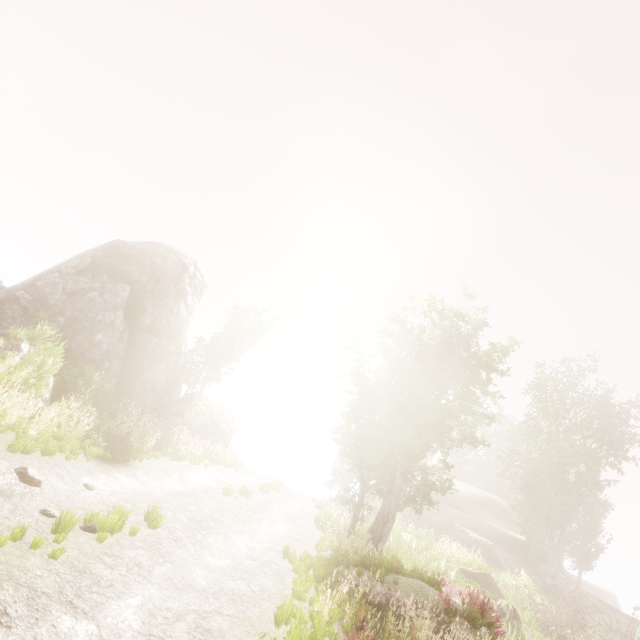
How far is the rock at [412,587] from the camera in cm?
876

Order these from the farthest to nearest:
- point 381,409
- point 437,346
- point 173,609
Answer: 1. point 381,409
2. point 437,346
3. point 173,609

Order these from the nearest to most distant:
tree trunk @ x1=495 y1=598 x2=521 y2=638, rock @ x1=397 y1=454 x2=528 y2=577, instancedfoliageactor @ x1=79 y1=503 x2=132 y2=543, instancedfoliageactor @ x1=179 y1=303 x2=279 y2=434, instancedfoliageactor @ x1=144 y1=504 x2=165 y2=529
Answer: instancedfoliageactor @ x1=79 y1=503 x2=132 y2=543
instancedfoliageactor @ x1=144 y1=504 x2=165 y2=529
tree trunk @ x1=495 y1=598 x2=521 y2=638
instancedfoliageactor @ x1=179 y1=303 x2=279 y2=434
rock @ x1=397 y1=454 x2=528 y2=577

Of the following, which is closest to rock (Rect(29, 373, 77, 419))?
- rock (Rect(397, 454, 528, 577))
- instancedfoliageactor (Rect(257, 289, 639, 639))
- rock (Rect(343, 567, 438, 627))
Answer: instancedfoliageactor (Rect(257, 289, 639, 639))

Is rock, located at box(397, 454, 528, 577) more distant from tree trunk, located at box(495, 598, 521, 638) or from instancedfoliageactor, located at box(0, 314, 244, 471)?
tree trunk, located at box(495, 598, 521, 638)

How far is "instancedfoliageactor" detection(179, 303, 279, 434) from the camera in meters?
25.5 m

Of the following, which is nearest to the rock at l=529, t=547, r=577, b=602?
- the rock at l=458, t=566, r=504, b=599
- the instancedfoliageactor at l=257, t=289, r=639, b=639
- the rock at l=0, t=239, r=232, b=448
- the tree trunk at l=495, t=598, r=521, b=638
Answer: the instancedfoliageactor at l=257, t=289, r=639, b=639

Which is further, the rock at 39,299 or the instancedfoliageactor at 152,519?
the rock at 39,299
